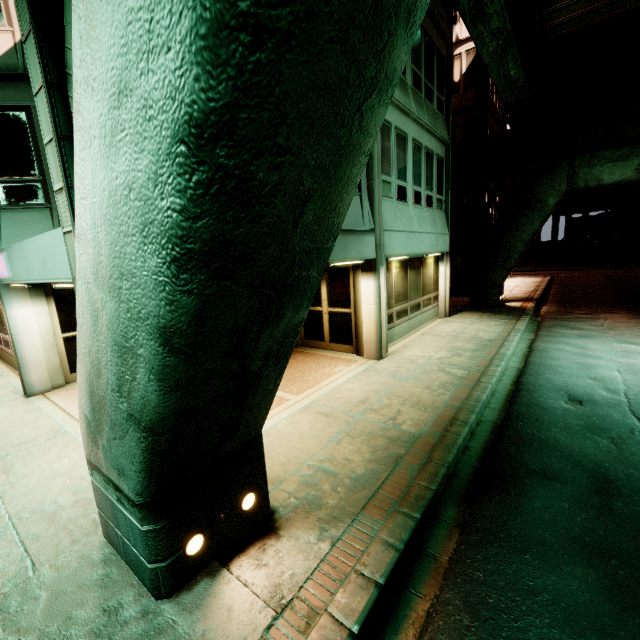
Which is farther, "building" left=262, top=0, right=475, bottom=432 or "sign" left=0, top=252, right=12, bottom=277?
"building" left=262, top=0, right=475, bottom=432

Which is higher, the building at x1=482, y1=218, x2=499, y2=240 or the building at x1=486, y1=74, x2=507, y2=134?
the building at x1=486, y1=74, x2=507, y2=134

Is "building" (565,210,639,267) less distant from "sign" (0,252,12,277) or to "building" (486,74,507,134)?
"building" (486,74,507,134)

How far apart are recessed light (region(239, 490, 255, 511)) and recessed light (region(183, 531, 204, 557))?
0.47m

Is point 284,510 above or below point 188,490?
below

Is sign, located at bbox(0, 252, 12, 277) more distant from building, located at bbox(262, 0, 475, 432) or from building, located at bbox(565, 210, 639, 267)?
building, located at bbox(565, 210, 639, 267)

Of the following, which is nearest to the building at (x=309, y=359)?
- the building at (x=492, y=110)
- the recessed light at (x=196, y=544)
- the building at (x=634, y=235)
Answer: the recessed light at (x=196, y=544)

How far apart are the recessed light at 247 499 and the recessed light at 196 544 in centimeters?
47cm
